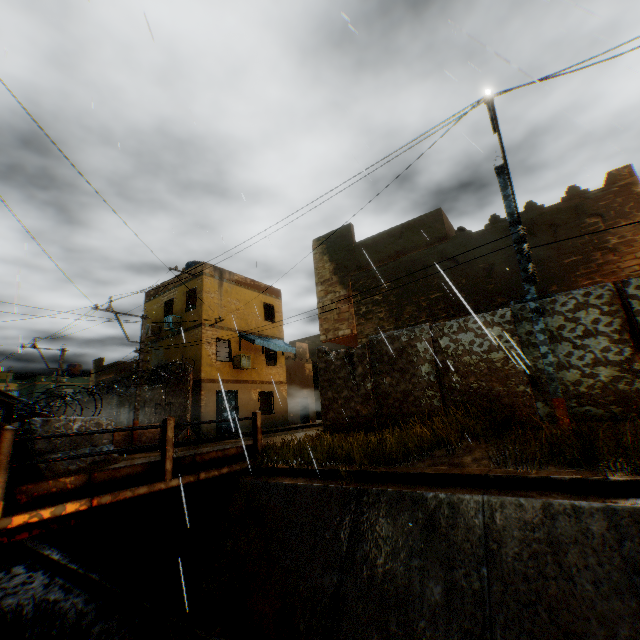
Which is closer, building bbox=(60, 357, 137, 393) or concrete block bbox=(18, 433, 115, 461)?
concrete block bbox=(18, 433, 115, 461)

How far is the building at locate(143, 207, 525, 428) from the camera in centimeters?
1043cm

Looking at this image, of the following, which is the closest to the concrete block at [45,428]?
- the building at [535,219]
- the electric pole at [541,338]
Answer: the building at [535,219]

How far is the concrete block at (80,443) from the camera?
5.5m

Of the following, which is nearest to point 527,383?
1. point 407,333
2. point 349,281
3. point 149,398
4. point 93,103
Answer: point 407,333

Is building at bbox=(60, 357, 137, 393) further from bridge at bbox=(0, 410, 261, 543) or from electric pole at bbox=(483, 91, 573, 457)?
bridge at bbox=(0, 410, 261, 543)

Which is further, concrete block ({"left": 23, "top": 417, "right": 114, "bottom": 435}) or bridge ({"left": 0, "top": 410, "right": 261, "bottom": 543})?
concrete block ({"left": 23, "top": 417, "right": 114, "bottom": 435})

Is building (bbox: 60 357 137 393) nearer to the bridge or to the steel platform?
the bridge
